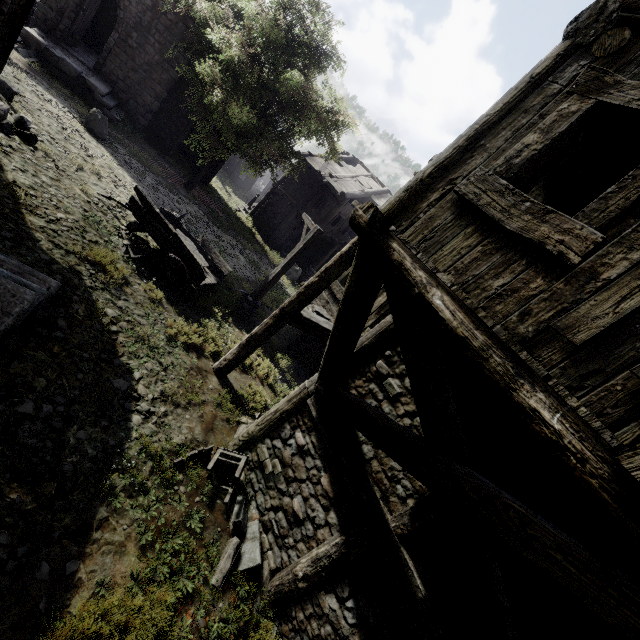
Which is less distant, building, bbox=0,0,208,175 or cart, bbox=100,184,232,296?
cart, bbox=100,184,232,296

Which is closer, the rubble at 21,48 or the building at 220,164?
the rubble at 21,48

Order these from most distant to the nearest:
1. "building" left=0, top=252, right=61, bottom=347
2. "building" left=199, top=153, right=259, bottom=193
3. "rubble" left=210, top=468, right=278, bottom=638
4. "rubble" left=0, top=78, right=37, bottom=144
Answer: "building" left=199, top=153, right=259, bottom=193 < "rubble" left=0, top=78, right=37, bottom=144 < "rubble" left=210, top=468, right=278, bottom=638 < "building" left=0, top=252, right=61, bottom=347

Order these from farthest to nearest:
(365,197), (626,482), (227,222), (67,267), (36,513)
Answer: (365,197) → (227,222) → (67,267) → (36,513) → (626,482)

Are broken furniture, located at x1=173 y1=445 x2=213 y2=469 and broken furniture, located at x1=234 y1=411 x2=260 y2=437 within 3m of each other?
yes

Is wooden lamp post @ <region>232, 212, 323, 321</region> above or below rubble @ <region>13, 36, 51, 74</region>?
above

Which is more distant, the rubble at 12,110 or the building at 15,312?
the rubble at 12,110

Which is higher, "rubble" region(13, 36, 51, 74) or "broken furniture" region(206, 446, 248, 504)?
"broken furniture" region(206, 446, 248, 504)
